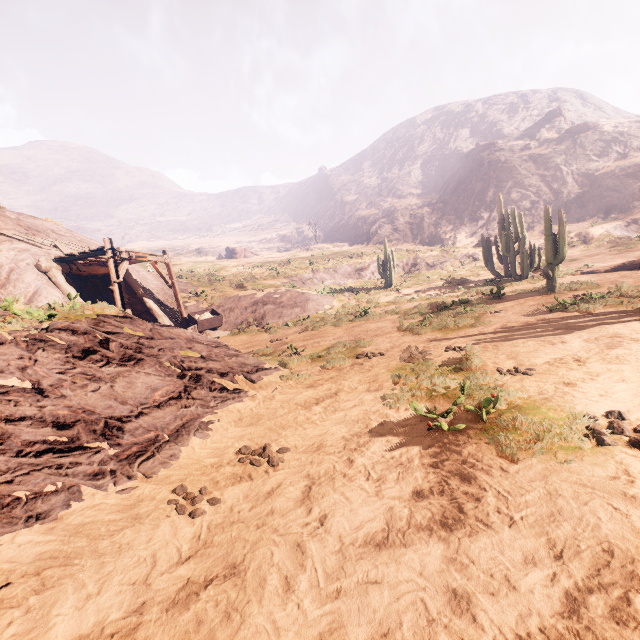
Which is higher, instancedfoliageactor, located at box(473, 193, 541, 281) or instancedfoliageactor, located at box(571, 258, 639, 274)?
instancedfoliageactor, located at box(473, 193, 541, 281)

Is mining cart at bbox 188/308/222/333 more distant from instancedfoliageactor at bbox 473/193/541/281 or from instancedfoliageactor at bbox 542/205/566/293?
instancedfoliageactor at bbox 542/205/566/293

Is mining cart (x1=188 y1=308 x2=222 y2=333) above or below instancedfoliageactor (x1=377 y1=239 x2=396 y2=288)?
below

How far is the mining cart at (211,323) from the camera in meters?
16.8 m

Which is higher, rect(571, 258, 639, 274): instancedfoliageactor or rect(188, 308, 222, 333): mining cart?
rect(188, 308, 222, 333): mining cart

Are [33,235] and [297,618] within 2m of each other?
no

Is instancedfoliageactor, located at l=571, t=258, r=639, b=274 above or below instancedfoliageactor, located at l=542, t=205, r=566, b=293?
below

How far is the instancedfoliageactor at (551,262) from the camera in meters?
12.6
